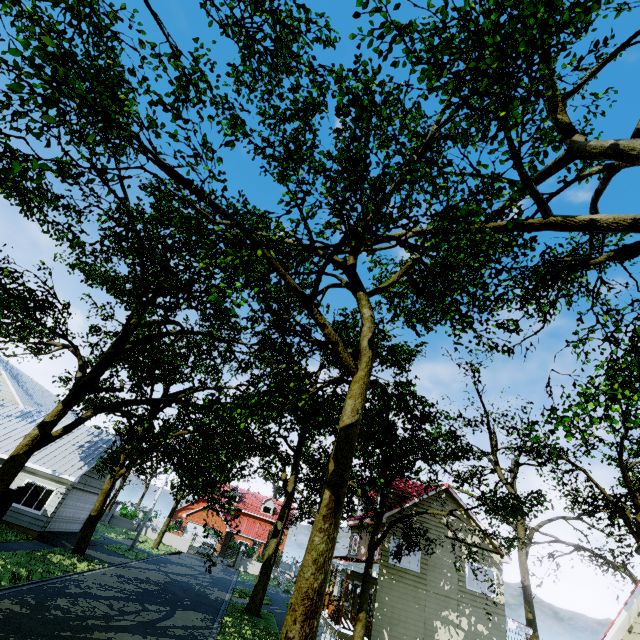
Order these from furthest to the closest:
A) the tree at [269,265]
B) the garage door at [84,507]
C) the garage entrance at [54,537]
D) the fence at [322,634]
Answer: the garage door at [84,507] < the garage entrance at [54,537] < the fence at [322,634] < the tree at [269,265]

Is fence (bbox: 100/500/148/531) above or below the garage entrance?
above

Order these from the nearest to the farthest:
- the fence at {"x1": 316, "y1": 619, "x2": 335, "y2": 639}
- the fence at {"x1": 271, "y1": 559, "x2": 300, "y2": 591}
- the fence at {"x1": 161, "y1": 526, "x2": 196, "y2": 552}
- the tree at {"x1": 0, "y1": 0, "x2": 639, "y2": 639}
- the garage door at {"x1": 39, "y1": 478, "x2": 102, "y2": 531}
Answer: the tree at {"x1": 0, "y1": 0, "x2": 639, "y2": 639} → the fence at {"x1": 316, "y1": 619, "x2": 335, "y2": 639} → the garage door at {"x1": 39, "y1": 478, "x2": 102, "y2": 531} → the fence at {"x1": 271, "y1": 559, "x2": 300, "y2": 591} → the fence at {"x1": 161, "y1": 526, "x2": 196, "y2": 552}

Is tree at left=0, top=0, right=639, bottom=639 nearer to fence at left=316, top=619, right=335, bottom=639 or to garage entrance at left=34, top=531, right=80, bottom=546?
fence at left=316, top=619, right=335, bottom=639

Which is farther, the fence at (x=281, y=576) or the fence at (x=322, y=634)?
the fence at (x=281, y=576)

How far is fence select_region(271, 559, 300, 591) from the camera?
31.41m

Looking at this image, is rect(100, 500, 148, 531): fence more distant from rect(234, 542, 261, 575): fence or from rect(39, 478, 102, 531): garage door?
rect(39, 478, 102, 531): garage door

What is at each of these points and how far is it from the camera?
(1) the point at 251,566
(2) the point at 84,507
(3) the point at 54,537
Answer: (1) fence, 37.8 meters
(2) garage door, 22.4 meters
(3) garage entrance, 18.8 meters
